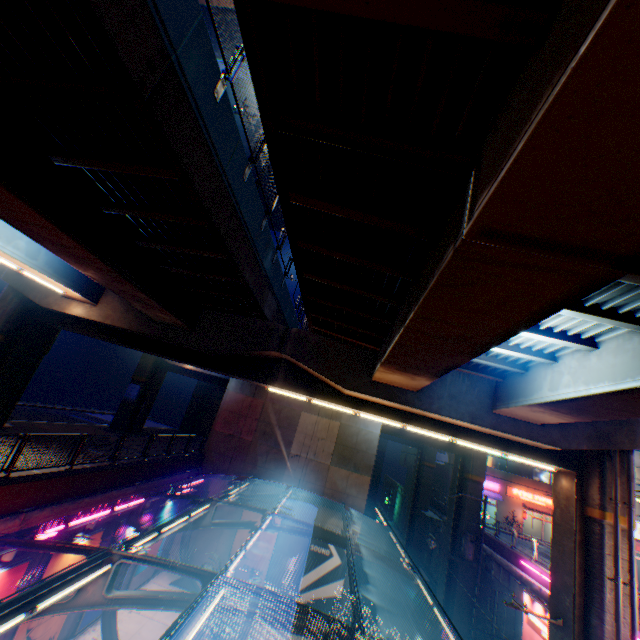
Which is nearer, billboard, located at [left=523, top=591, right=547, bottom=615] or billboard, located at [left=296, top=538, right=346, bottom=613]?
billboard, located at [left=523, top=591, right=547, bottom=615]

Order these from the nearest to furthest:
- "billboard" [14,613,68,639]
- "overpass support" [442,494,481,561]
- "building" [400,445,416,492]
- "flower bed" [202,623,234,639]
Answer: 1. "billboard" [14,613,68,639]
2. "flower bed" [202,623,234,639]
3. "overpass support" [442,494,481,561]
4. "building" [400,445,416,492]

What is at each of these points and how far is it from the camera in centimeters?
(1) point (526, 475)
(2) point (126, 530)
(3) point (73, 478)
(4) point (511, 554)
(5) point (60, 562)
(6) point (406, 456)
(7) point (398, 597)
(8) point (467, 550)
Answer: (1) building, 4231cm
(2) billboard, 1558cm
(3) concrete block, 1166cm
(4) concrete block, 2230cm
(5) billboard, 1184cm
(6) building, 5753cm
(7) railway, 2984cm
(8) electric pole, 2295cm

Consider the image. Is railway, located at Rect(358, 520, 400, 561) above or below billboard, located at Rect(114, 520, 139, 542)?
below

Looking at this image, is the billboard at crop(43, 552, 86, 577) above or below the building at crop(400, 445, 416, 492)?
below

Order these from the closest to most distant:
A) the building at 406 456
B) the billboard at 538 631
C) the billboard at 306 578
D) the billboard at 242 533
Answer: the billboard at 538 631
the billboard at 306 578
the billboard at 242 533
the building at 406 456

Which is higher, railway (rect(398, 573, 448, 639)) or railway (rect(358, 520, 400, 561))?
railway (rect(398, 573, 448, 639))

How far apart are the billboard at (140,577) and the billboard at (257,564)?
4.0m
